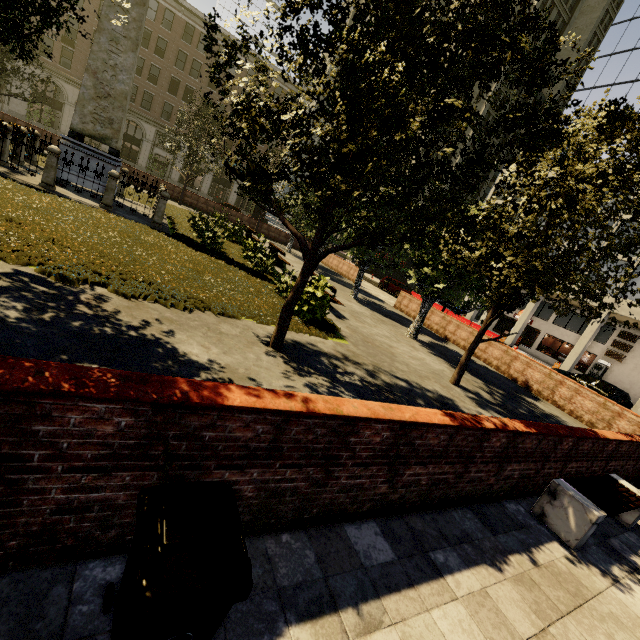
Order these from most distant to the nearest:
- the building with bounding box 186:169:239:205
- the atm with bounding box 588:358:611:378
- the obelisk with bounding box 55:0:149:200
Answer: the building with bounding box 186:169:239:205 < the atm with bounding box 588:358:611:378 < the obelisk with bounding box 55:0:149:200

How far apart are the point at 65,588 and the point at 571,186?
8.69m

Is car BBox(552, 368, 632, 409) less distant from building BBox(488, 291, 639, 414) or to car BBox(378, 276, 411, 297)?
building BBox(488, 291, 639, 414)

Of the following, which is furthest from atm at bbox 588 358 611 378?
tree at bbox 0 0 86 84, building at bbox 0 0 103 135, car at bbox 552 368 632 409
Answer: tree at bbox 0 0 86 84

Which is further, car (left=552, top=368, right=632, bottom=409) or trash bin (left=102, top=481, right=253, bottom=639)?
car (left=552, top=368, right=632, bottom=409)

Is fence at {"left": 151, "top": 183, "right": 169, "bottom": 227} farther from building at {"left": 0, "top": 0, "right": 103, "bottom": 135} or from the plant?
building at {"left": 0, "top": 0, "right": 103, "bottom": 135}

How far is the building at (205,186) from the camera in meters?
→ 45.3 m

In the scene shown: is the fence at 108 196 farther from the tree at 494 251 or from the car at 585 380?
the car at 585 380
